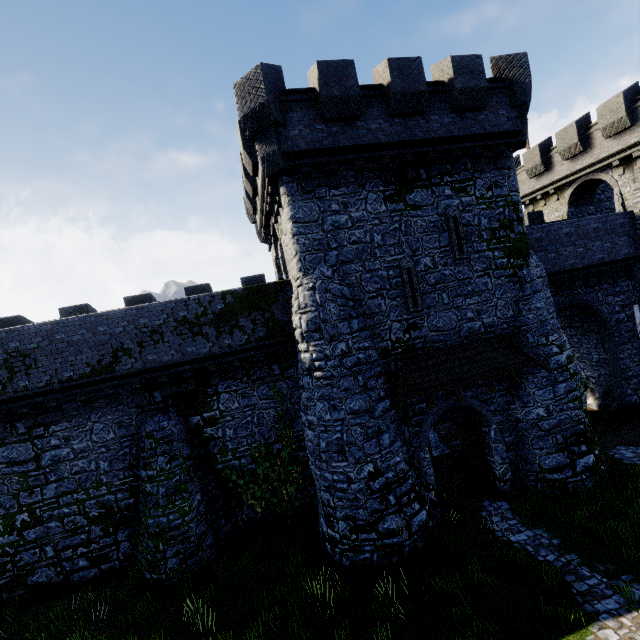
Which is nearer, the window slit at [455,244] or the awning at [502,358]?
the awning at [502,358]

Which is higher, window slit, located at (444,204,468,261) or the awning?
window slit, located at (444,204,468,261)

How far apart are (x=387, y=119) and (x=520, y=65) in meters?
5.9

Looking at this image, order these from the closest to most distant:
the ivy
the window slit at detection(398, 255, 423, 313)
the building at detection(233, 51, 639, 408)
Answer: the building at detection(233, 51, 639, 408)
the window slit at detection(398, 255, 423, 313)
the ivy

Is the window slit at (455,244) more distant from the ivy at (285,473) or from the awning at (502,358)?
the ivy at (285,473)

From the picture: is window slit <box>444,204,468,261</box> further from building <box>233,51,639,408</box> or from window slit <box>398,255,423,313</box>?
window slit <box>398,255,423,313</box>

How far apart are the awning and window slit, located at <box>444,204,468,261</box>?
3.1m

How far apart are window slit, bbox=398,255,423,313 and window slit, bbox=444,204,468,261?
1.53m
